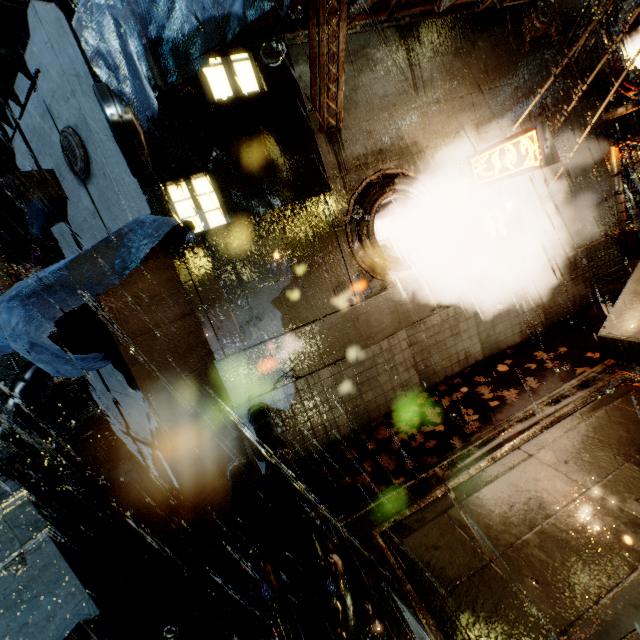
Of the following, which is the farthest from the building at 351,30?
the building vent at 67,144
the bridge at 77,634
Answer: the building vent at 67,144

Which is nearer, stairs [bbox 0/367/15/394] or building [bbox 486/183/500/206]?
building [bbox 486/183/500/206]

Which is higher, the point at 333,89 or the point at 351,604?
the point at 333,89

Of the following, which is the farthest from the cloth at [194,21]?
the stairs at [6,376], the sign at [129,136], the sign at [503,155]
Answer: the stairs at [6,376]

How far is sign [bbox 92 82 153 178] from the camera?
4.1m

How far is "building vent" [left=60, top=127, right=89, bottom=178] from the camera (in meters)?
6.32

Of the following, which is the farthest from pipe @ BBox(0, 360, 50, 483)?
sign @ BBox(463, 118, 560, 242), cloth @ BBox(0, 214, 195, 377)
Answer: sign @ BBox(463, 118, 560, 242)

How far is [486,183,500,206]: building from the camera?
8.6 meters
